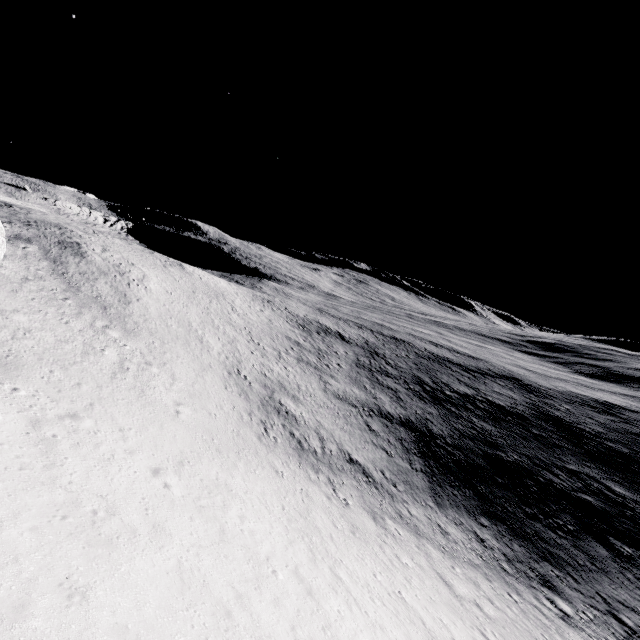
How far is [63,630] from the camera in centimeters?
695cm
